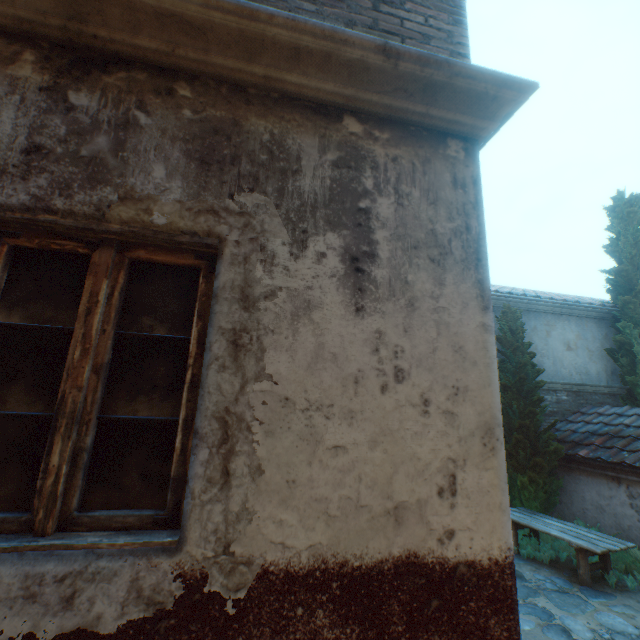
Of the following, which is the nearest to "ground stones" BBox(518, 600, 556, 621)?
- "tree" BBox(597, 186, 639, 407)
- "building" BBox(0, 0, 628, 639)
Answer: "building" BBox(0, 0, 628, 639)

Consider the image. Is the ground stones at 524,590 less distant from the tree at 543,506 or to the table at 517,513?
the table at 517,513

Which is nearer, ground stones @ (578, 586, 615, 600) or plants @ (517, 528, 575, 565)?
Result: ground stones @ (578, 586, 615, 600)

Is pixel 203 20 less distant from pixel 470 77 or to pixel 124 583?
pixel 470 77

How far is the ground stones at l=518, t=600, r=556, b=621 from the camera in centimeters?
487cm

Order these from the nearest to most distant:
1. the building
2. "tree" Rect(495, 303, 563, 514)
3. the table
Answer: the building → the table → "tree" Rect(495, 303, 563, 514)

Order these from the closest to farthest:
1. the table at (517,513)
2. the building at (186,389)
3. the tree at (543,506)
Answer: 1. the building at (186,389)
2. the table at (517,513)
3. the tree at (543,506)
